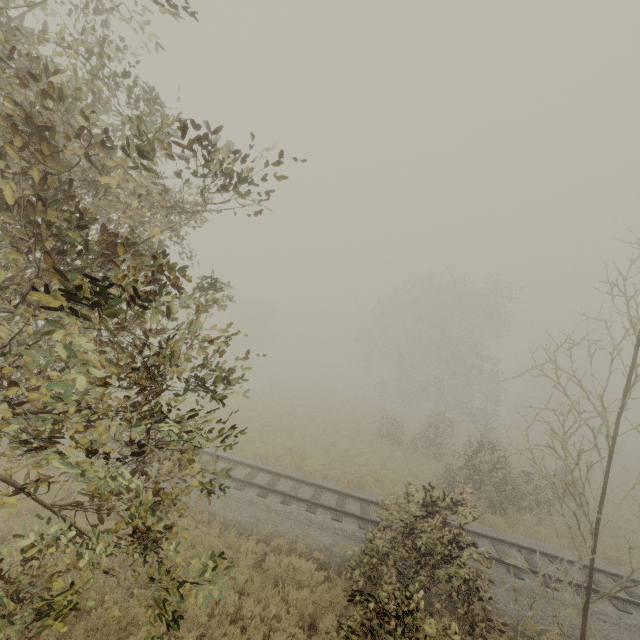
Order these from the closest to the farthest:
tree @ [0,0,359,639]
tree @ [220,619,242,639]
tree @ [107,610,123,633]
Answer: tree @ [0,0,359,639]
tree @ [107,610,123,633]
tree @ [220,619,242,639]

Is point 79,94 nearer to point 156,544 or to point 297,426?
point 156,544

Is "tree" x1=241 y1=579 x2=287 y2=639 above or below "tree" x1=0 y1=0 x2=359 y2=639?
below

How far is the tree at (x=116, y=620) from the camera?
3.21m

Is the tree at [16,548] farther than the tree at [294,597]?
No

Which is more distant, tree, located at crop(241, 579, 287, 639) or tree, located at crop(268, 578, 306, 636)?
tree, located at crop(268, 578, 306, 636)
